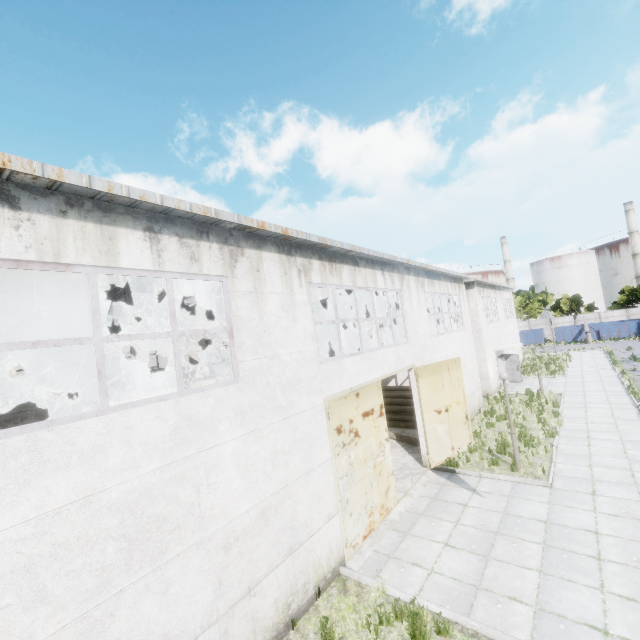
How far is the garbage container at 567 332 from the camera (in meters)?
44.81

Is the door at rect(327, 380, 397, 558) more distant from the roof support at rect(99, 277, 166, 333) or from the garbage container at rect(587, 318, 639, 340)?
the garbage container at rect(587, 318, 639, 340)

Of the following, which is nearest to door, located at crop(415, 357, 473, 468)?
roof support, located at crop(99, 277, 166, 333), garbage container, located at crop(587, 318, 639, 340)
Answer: roof support, located at crop(99, 277, 166, 333)

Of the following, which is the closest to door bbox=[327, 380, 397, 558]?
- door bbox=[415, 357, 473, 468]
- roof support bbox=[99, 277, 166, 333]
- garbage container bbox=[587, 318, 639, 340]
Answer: roof support bbox=[99, 277, 166, 333]

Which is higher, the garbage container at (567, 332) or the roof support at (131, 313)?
the roof support at (131, 313)

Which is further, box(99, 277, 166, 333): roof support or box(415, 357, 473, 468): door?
box(415, 357, 473, 468): door

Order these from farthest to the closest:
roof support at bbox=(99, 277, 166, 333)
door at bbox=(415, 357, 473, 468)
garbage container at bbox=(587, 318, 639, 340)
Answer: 1. garbage container at bbox=(587, 318, 639, 340)
2. door at bbox=(415, 357, 473, 468)
3. roof support at bbox=(99, 277, 166, 333)

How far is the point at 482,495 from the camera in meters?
10.0 m
